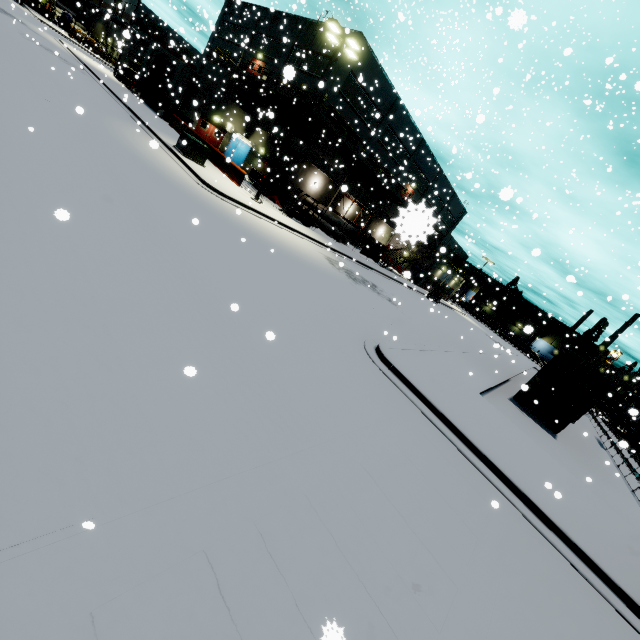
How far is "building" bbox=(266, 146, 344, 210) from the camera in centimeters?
3034cm

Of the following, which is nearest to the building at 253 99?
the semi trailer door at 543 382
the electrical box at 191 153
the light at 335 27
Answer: the semi trailer door at 543 382

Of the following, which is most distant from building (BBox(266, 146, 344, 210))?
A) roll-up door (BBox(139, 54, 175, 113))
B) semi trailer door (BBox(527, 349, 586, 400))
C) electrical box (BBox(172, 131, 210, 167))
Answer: electrical box (BBox(172, 131, 210, 167))

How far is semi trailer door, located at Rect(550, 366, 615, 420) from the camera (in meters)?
15.66

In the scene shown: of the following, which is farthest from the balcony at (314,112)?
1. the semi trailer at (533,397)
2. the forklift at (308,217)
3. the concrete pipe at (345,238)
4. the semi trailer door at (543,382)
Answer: the semi trailer door at (543,382)

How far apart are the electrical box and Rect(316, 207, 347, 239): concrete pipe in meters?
13.7

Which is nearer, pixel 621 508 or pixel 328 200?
pixel 621 508

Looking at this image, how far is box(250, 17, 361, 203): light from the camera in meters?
16.7
